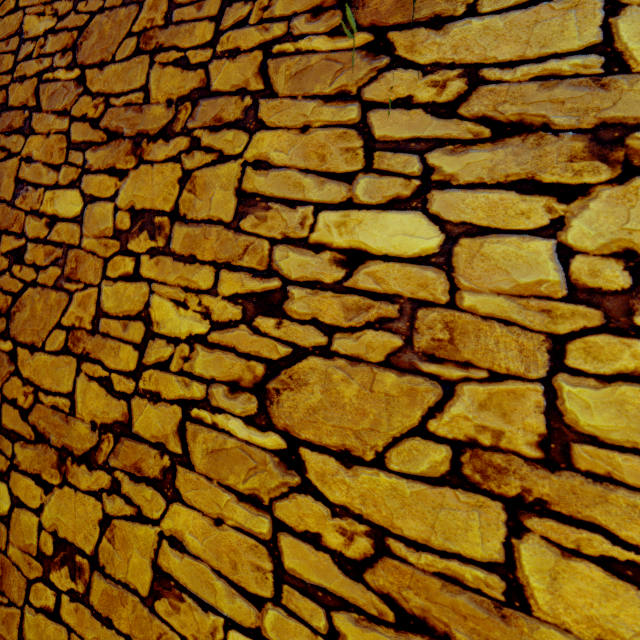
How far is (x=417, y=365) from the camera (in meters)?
0.83
